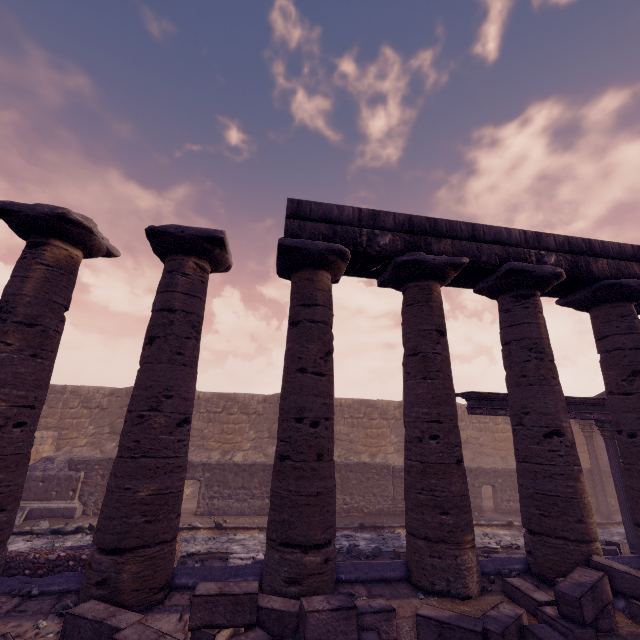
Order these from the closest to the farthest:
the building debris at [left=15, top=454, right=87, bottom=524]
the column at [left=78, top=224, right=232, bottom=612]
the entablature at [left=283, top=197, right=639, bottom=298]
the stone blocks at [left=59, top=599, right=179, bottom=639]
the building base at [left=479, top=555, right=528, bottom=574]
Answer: the stone blocks at [left=59, top=599, right=179, bottom=639]
the column at [left=78, top=224, right=232, bottom=612]
the building base at [left=479, top=555, right=528, bottom=574]
the entablature at [left=283, top=197, right=639, bottom=298]
the building debris at [left=15, top=454, right=87, bottom=524]

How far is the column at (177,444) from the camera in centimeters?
412cm

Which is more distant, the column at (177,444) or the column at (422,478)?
the column at (422,478)

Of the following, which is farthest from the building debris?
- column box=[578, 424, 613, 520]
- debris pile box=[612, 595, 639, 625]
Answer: column box=[578, 424, 613, 520]

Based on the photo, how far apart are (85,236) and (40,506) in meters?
11.2

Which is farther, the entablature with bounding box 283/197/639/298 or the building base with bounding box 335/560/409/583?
the entablature with bounding box 283/197/639/298

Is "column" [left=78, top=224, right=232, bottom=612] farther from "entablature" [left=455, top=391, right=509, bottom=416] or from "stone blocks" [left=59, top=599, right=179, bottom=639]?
"entablature" [left=455, top=391, right=509, bottom=416]

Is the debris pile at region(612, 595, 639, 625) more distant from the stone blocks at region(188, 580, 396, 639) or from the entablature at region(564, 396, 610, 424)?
the entablature at region(564, 396, 610, 424)
